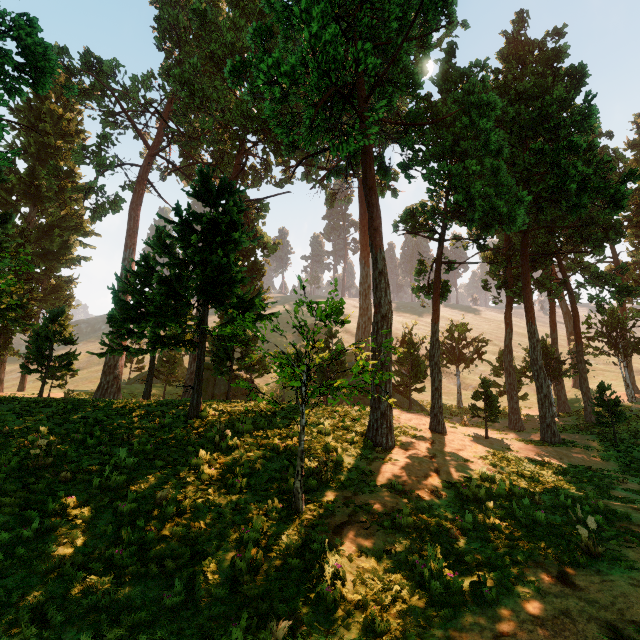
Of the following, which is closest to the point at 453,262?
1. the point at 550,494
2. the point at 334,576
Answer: the point at 550,494
